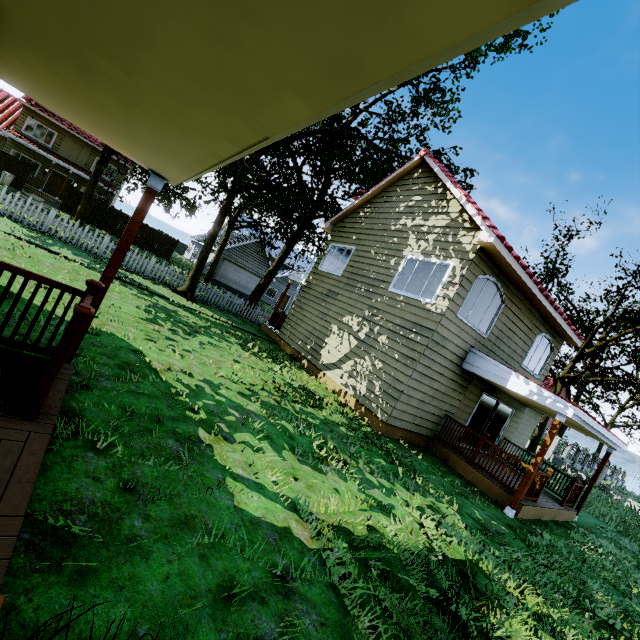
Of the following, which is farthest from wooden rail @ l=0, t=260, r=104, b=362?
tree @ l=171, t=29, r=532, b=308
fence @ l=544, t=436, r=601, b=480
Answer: fence @ l=544, t=436, r=601, b=480

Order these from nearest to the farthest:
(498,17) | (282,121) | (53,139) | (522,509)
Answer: (498,17), (282,121), (522,509), (53,139)

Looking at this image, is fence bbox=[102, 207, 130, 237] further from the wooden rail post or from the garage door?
the wooden rail post

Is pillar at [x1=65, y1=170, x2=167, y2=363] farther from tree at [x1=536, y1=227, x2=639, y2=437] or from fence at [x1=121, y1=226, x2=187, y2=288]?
fence at [x1=121, y1=226, x2=187, y2=288]

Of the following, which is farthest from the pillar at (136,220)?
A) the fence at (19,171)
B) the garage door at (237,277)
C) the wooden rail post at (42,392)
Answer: the garage door at (237,277)

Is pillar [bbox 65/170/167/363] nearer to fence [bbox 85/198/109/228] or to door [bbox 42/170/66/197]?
fence [bbox 85/198/109/228]

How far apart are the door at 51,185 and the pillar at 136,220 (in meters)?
33.87

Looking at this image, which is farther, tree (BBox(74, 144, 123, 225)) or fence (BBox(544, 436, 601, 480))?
fence (BBox(544, 436, 601, 480))
